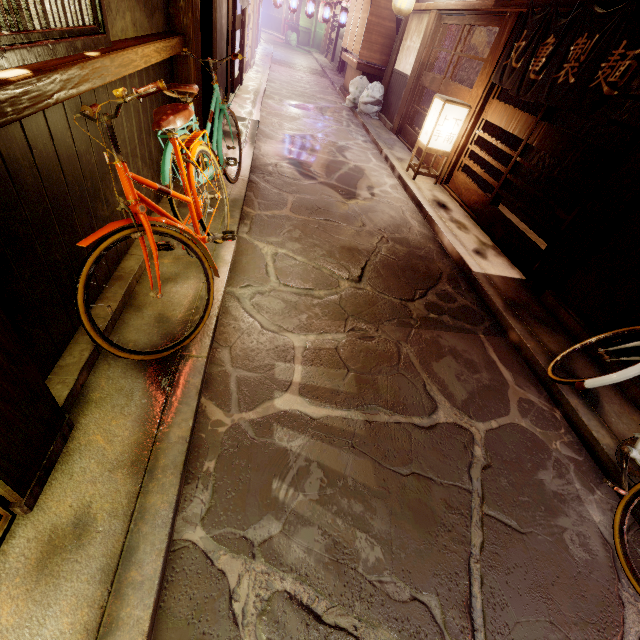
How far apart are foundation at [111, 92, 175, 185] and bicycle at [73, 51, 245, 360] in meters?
0.1

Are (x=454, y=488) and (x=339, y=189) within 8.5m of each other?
no

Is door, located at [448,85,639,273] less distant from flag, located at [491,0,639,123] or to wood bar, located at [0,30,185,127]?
flag, located at [491,0,639,123]

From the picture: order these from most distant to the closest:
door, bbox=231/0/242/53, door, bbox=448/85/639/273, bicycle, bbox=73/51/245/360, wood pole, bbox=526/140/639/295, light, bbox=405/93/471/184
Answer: door, bbox=231/0/242/53, light, bbox=405/93/471/184, door, bbox=448/85/639/273, wood pole, bbox=526/140/639/295, bicycle, bbox=73/51/245/360

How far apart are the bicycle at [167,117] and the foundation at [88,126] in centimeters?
10cm

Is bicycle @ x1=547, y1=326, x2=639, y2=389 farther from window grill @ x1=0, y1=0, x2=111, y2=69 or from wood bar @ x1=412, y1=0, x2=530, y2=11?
window grill @ x1=0, y1=0, x2=111, y2=69

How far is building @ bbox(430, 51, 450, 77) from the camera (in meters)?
15.99

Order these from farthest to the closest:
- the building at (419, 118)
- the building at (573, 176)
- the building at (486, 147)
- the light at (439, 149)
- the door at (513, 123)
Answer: the building at (419, 118) < the building at (573, 176) < the building at (486, 147) < the light at (439, 149) < the door at (513, 123)
